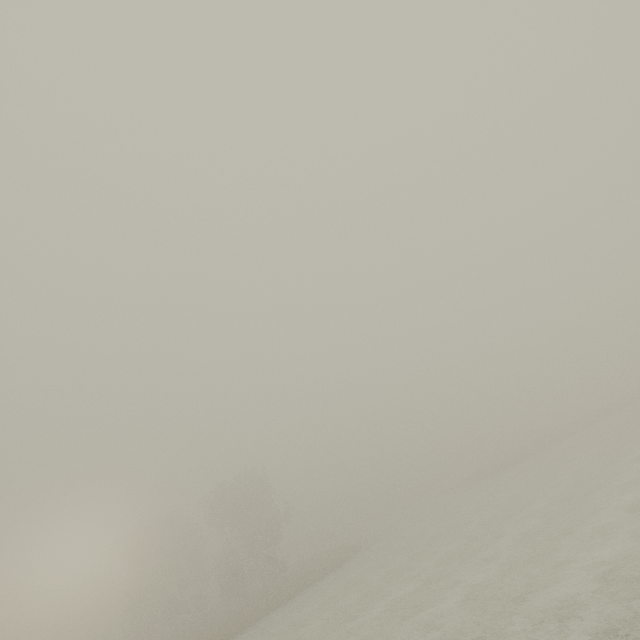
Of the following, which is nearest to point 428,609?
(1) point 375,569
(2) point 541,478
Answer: (1) point 375,569
